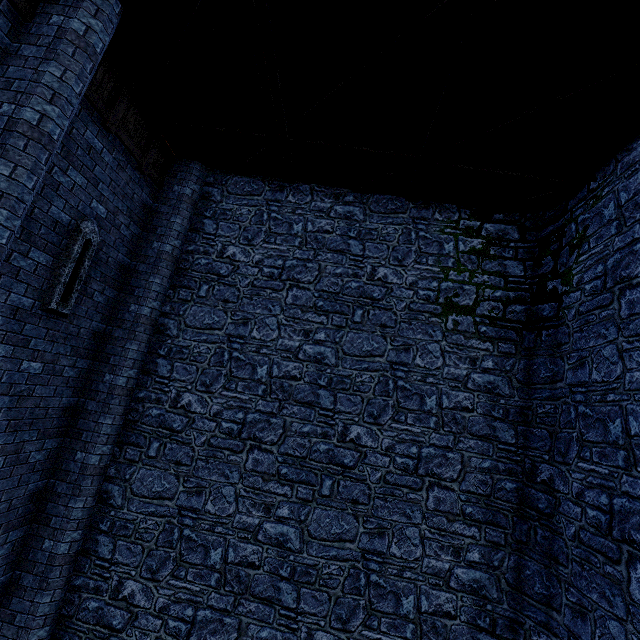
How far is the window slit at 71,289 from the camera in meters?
5.3 m

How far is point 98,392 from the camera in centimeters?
639cm

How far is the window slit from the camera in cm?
531
